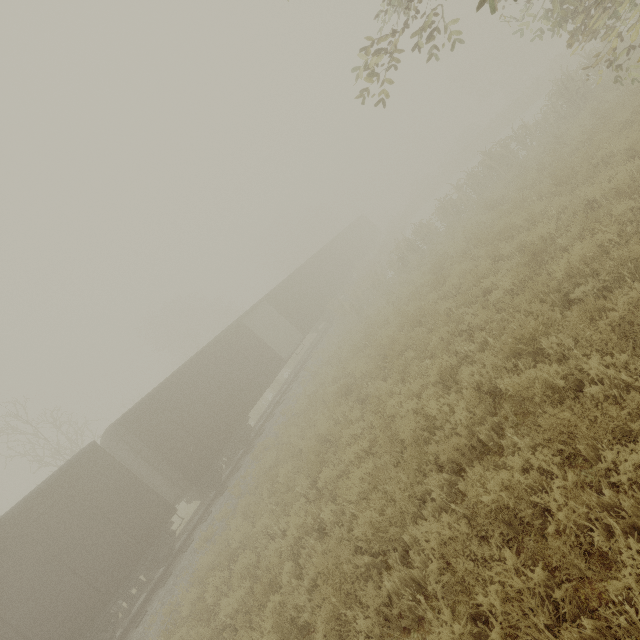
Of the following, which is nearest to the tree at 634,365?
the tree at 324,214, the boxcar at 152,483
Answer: the boxcar at 152,483

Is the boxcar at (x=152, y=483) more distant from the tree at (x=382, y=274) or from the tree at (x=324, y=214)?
the tree at (x=324, y=214)

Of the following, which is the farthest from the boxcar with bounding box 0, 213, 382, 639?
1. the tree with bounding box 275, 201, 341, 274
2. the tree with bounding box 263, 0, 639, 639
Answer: the tree with bounding box 275, 201, 341, 274

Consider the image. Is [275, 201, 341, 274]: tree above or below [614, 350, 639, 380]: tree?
above

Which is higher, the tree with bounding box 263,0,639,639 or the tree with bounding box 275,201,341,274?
the tree with bounding box 275,201,341,274

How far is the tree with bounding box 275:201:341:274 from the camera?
45.38m

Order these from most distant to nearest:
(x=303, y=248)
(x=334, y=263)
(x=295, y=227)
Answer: (x=295, y=227) → (x=303, y=248) → (x=334, y=263)

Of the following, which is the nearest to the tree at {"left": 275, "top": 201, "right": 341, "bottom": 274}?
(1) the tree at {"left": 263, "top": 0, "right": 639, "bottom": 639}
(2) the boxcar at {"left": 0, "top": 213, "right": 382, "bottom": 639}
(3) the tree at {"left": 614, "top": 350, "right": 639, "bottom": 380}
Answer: (1) the tree at {"left": 263, "top": 0, "right": 639, "bottom": 639}
